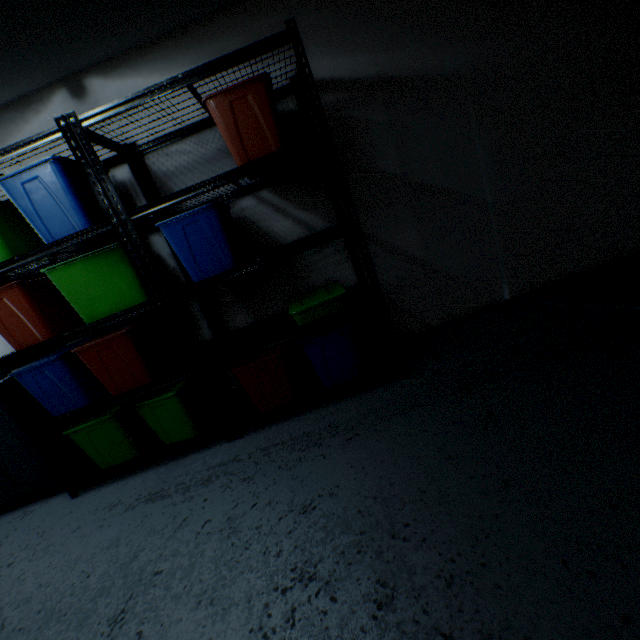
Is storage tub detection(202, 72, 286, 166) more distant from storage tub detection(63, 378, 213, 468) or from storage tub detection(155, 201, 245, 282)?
storage tub detection(63, 378, 213, 468)

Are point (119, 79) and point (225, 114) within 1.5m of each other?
yes

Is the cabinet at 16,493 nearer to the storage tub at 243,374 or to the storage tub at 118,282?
the storage tub at 118,282

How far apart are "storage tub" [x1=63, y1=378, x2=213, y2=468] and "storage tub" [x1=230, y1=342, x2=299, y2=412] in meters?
0.3 m

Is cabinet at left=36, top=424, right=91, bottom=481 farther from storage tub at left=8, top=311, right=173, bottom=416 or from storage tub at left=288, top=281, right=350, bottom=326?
storage tub at left=288, top=281, right=350, bottom=326

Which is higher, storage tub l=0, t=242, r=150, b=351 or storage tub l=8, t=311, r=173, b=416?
storage tub l=0, t=242, r=150, b=351

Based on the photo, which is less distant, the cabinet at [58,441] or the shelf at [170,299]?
the shelf at [170,299]

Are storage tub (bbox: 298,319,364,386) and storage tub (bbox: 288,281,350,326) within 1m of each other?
yes
